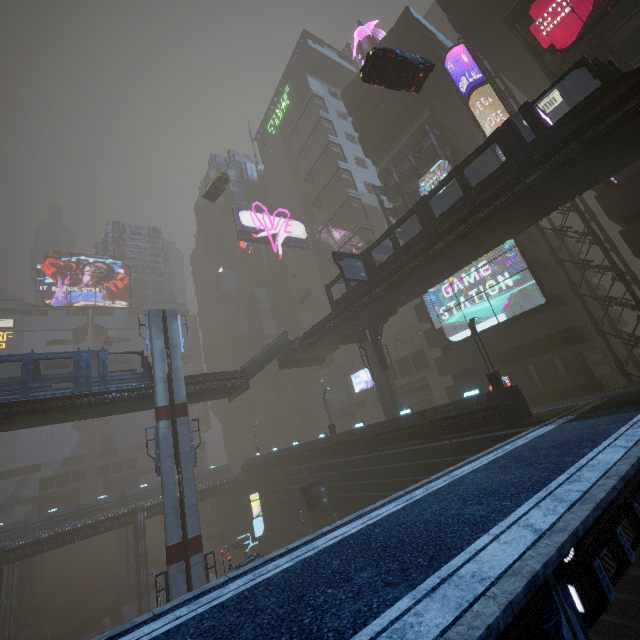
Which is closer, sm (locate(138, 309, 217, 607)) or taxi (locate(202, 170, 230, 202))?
sm (locate(138, 309, 217, 607))

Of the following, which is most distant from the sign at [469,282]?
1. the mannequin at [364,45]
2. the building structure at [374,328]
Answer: the mannequin at [364,45]

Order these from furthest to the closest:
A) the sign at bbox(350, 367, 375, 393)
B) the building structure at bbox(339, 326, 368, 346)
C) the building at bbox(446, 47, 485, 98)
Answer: the sign at bbox(350, 367, 375, 393)
the building structure at bbox(339, 326, 368, 346)
the building at bbox(446, 47, 485, 98)

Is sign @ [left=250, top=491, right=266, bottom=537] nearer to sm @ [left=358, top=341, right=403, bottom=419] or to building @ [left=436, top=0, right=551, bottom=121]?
building @ [left=436, top=0, right=551, bottom=121]

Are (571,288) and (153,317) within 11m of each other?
no

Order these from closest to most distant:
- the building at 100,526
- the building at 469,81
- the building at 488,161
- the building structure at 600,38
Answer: the building structure at 600,38 < the building at 469,81 < the building at 488,161 < the building at 100,526

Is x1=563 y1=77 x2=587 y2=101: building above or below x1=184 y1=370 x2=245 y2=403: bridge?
above

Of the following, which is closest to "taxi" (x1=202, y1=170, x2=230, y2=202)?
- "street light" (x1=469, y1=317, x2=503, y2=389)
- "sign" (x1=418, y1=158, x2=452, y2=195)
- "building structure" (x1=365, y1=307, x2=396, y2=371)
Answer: "building structure" (x1=365, y1=307, x2=396, y2=371)
